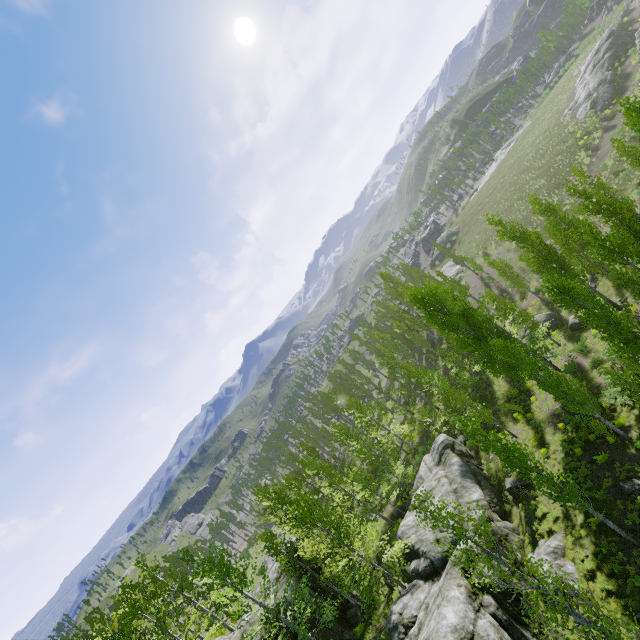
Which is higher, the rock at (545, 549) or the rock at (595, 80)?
the rock at (595, 80)

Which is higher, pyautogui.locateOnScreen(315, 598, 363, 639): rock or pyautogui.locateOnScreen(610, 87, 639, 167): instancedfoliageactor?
pyautogui.locateOnScreen(315, 598, 363, 639): rock

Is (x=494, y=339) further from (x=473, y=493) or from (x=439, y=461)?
(x=439, y=461)

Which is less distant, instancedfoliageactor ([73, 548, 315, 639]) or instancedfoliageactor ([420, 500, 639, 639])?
instancedfoliageactor ([420, 500, 639, 639])

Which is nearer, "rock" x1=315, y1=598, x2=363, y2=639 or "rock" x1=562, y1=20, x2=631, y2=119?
"rock" x1=315, y1=598, x2=363, y2=639

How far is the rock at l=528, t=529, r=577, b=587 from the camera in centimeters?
1493cm

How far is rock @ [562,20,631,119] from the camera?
48.5 meters

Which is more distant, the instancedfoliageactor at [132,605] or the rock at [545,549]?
the instancedfoliageactor at [132,605]
